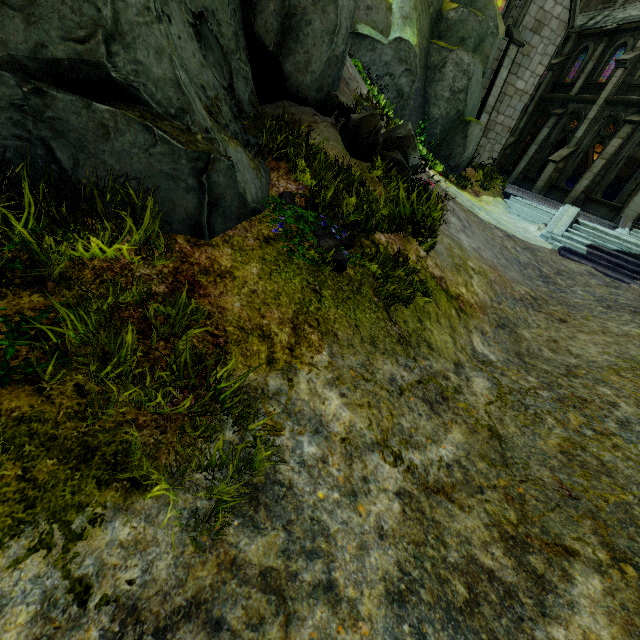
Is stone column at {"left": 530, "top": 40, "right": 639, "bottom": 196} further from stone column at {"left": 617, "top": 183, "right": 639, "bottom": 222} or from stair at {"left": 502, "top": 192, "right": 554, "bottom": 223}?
stair at {"left": 502, "top": 192, "right": 554, "bottom": 223}

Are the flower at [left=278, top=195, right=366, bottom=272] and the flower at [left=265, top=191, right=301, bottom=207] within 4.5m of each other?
yes

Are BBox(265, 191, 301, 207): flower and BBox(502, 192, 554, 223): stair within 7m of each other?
no

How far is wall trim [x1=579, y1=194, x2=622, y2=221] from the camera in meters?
17.0

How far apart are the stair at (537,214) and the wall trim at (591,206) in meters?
7.0

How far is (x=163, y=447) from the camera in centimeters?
Result: 170cm

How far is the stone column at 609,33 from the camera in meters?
18.4 m

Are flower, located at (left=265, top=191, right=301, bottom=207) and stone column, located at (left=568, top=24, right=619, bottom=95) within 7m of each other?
no
